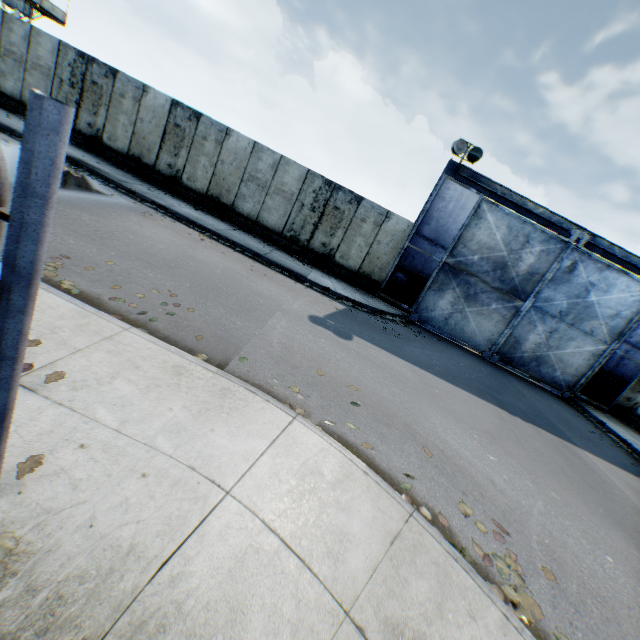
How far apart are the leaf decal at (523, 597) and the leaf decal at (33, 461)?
4.0 meters

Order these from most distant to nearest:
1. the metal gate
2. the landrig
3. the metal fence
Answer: the landrig → the metal gate → the metal fence

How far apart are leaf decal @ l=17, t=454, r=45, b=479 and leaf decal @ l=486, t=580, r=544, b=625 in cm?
400

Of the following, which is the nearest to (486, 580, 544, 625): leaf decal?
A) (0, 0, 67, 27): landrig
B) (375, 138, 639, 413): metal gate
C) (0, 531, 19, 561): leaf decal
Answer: (0, 531, 19, 561): leaf decal

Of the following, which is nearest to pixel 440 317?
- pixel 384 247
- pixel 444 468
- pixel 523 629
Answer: pixel 384 247

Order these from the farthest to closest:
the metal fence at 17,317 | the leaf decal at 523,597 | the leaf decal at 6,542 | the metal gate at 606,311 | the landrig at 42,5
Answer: the landrig at 42,5, the metal gate at 606,311, the leaf decal at 523,597, the leaf decal at 6,542, the metal fence at 17,317

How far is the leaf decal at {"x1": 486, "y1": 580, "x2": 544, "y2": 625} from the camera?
3.1 meters
